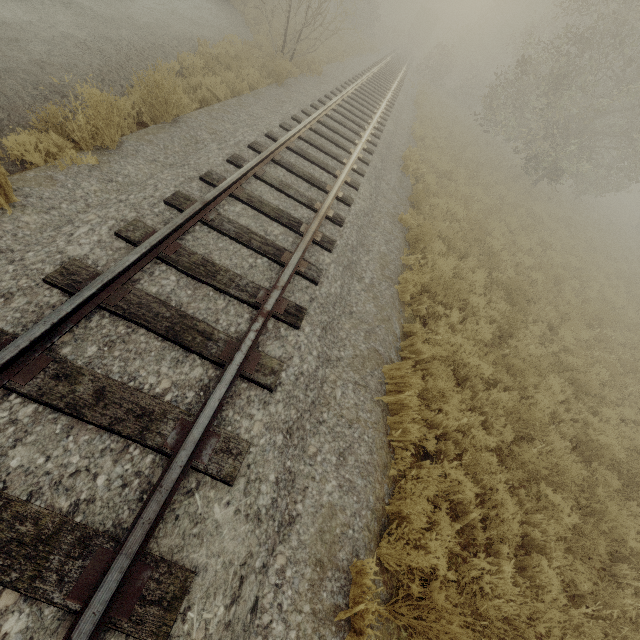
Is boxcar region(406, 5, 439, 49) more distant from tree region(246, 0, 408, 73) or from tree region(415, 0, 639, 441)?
tree region(415, 0, 639, 441)

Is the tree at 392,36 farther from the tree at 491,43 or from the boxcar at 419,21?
the boxcar at 419,21

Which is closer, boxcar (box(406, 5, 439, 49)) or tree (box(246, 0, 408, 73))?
tree (box(246, 0, 408, 73))

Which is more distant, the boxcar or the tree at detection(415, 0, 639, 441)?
the boxcar

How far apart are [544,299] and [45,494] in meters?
11.2 m

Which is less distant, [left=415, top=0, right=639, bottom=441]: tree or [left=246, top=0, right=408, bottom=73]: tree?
[left=415, top=0, right=639, bottom=441]: tree

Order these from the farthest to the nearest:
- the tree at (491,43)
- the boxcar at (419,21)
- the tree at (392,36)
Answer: the boxcar at (419,21), the tree at (392,36), the tree at (491,43)
